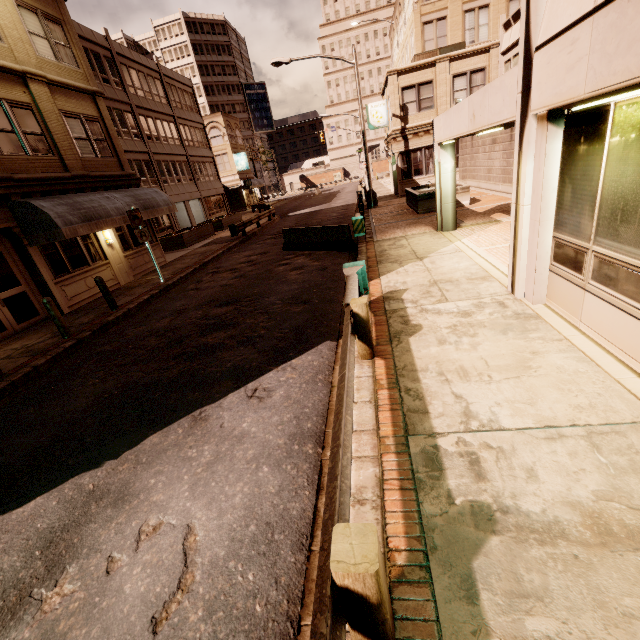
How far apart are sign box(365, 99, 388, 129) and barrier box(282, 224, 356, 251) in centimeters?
1639cm

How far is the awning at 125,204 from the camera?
10.50m

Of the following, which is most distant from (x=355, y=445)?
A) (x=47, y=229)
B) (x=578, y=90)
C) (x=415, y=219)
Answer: (x=415, y=219)

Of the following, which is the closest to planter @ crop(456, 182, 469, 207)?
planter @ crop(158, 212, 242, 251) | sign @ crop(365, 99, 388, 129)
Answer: sign @ crop(365, 99, 388, 129)

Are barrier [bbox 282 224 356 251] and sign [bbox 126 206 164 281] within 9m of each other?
yes

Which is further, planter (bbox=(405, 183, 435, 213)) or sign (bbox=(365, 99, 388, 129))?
sign (bbox=(365, 99, 388, 129))

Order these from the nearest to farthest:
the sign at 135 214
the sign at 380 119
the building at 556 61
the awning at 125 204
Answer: the building at 556 61, the awning at 125 204, the sign at 135 214, the sign at 380 119

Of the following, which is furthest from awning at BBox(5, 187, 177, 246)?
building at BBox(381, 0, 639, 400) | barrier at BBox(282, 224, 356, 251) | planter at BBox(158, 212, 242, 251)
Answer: building at BBox(381, 0, 639, 400)
